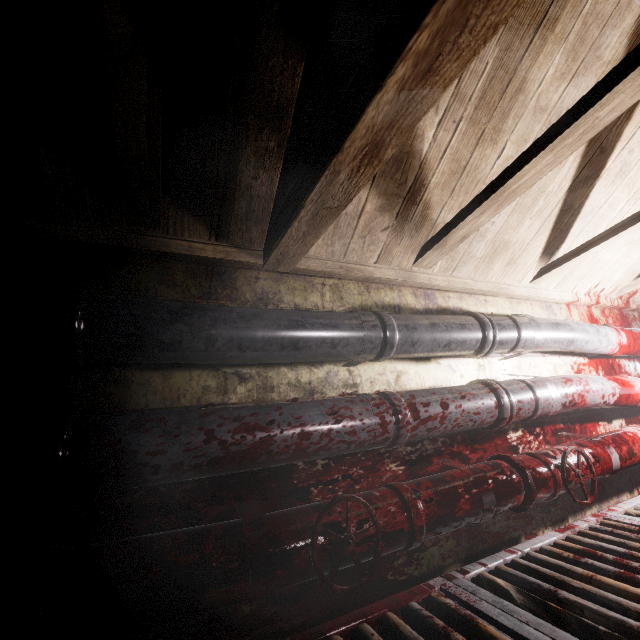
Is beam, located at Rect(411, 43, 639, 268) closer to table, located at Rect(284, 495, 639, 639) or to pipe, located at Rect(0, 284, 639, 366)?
pipe, located at Rect(0, 284, 639, 366)

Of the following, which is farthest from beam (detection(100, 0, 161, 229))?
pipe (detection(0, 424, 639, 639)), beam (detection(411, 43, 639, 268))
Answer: pipe (detection(0, 424, 639, 639))

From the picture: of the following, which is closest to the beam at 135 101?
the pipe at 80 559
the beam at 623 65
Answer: the beam at 623 65

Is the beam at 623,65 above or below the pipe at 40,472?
above

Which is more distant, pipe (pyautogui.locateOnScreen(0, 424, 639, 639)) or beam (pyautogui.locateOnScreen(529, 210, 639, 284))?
beam (pyautogui.locateOnScreen(529, 210, 639, 284))

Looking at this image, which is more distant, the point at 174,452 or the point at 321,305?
the point at 321,305

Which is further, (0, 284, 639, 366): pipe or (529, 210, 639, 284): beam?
(529, 210, 639, 284): beam
